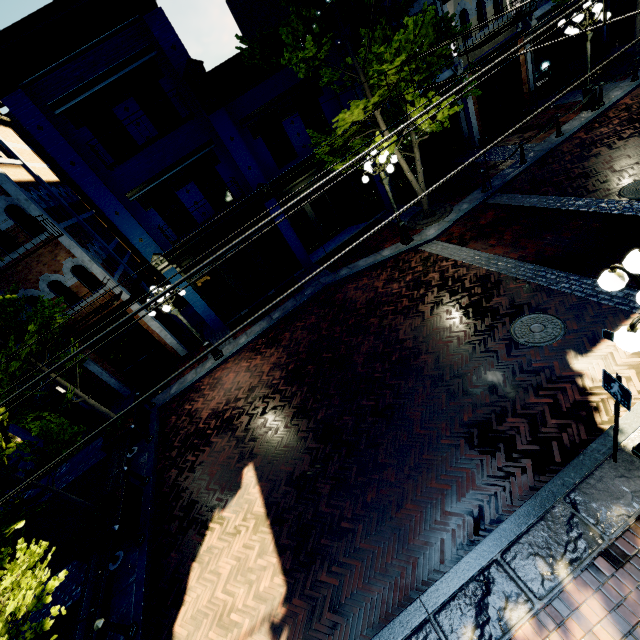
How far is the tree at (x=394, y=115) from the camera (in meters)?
9.84

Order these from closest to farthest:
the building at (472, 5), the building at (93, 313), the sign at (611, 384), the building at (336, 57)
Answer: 1. the sign at (611, 384)
2. the building at (93, 313)
3. the building at (336, 57)
4. the building at (472, 5)

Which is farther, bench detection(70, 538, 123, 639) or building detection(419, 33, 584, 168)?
building detection(419, 33, 584, 168)

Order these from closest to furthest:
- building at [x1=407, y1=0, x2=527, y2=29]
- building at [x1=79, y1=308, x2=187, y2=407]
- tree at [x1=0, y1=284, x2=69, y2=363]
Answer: tree at [x1=0, y1=284, x2=69, y2=363]
building at [x1=407, y1=0, x2=527, y2=29]
building at [x1=79, y1=308, x2=187, y2=407]

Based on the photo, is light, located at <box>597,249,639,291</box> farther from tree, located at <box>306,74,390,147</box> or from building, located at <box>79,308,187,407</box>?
building, located at <box>79,308,187,407</box>

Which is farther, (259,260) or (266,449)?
(259,260)

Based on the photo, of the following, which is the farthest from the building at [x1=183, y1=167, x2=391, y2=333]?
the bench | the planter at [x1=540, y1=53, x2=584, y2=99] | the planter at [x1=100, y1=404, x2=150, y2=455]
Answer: the bench

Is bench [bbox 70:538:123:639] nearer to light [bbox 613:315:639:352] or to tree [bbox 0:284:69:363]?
tree [bbox 0:284:69:363]
